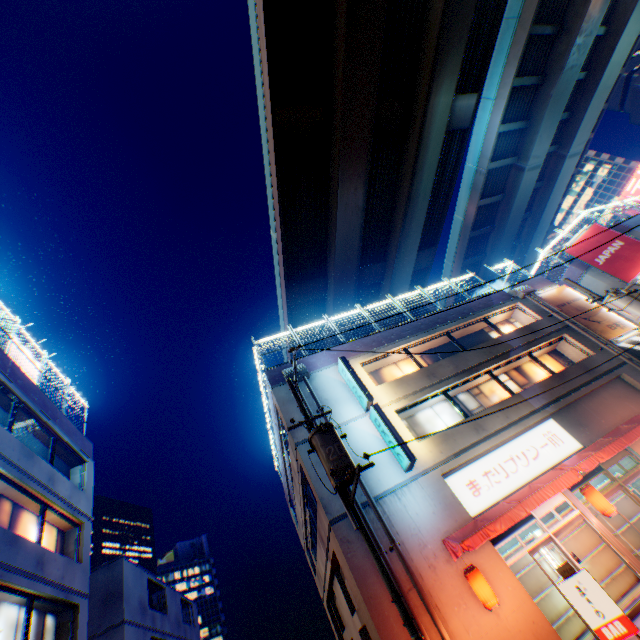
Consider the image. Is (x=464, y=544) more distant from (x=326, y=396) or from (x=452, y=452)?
(x=326, y=396)

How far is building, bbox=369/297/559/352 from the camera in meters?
16.9

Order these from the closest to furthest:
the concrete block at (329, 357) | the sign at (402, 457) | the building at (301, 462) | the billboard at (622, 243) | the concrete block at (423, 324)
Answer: the building at (301, 462) < the sign at (402, 457) < the concrete block at (329, 357) < the concrete block at (423, 324) < the billboard at (622, 243)

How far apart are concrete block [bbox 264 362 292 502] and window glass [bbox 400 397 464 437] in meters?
3.4

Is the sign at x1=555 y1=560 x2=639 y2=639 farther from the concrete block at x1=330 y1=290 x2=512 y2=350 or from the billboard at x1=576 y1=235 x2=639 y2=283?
the billboard at x1=576 y1=235 x2=639 y2=283

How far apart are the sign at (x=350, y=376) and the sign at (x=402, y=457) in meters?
0.2

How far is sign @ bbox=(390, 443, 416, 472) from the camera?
11.3m

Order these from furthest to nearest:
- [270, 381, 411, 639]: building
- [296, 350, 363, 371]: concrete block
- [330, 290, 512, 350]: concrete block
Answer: [330, 290, 512, 350]: concrete block
[296, 350, 363, 371]: concrete block
[270, 381, 411, 639]: building
